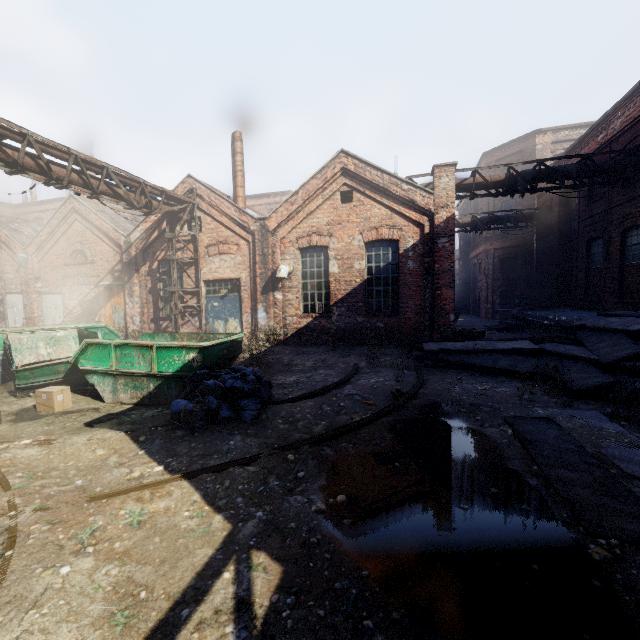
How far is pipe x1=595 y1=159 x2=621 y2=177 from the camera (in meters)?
10.97

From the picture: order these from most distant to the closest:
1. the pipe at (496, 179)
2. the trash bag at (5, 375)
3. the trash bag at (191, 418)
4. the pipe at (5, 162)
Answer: the pipe at (496, 179)
the trash bag at (5, 375)
the pipe at (5, 162)
the trash bag at (191, 418)

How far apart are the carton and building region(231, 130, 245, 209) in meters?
11.5

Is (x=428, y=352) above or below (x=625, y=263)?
below

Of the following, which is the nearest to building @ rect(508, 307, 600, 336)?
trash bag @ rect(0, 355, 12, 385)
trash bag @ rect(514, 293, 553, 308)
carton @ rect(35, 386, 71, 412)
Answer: trash bag @ rect(514, 293, 553, 308)

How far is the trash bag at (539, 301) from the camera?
17.0 meters

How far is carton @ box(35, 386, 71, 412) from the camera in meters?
6.5

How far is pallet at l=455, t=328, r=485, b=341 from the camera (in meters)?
11.72
